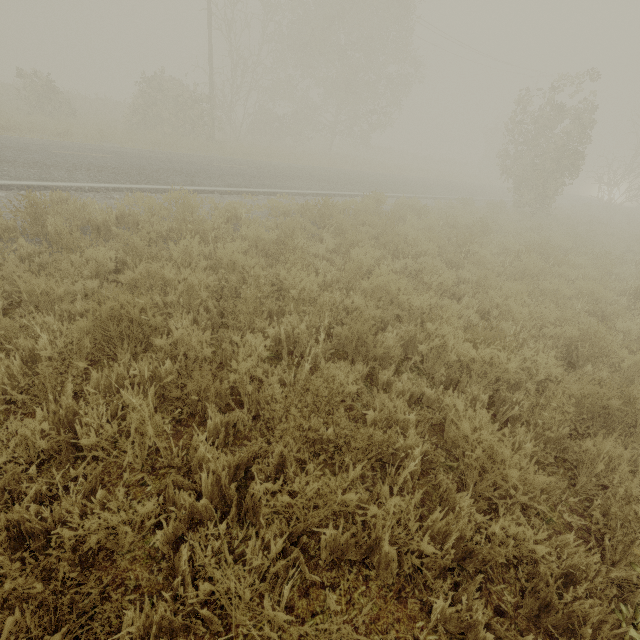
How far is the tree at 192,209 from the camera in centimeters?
538cm

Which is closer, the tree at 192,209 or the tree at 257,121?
the tree at 192,209

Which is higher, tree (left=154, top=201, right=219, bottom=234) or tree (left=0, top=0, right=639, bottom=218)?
tree (left=0, top=0, right=639, bottom=218)

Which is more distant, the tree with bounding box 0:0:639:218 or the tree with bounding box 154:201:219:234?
the tree with bounding box 0:0:639:218

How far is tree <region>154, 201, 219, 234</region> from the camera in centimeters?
538cm

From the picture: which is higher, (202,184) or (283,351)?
(202,184)
